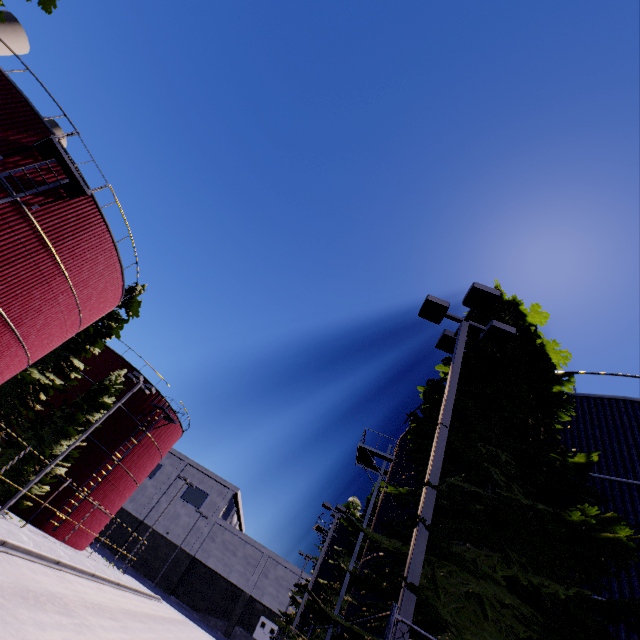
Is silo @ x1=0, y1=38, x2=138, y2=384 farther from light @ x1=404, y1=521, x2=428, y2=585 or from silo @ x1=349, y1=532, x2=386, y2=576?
light @ x1=404, y1=521, x2=428, y2=585

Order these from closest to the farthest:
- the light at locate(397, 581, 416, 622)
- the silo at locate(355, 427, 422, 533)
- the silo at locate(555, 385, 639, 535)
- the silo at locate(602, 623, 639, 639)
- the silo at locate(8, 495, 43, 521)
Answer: the light at locate(397, 581, 416, 622) → the silo at locate(602, 623, 639, 639) → the silo at locate(555, 385, 639, 535) → the silo at locate(355, 427, 422, 533) → the silo at locate(8, 495, 43, 521)

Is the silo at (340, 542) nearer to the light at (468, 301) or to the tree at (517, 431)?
the tree at (517, 431)

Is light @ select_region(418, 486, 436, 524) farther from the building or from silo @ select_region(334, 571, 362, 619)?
the building

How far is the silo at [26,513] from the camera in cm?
2227

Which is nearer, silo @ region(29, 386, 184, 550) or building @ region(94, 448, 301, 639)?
silo @ region(29, 386, 184, 550)

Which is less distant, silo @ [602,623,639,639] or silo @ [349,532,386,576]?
silo @ [602,623,639,639]

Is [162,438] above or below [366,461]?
below
